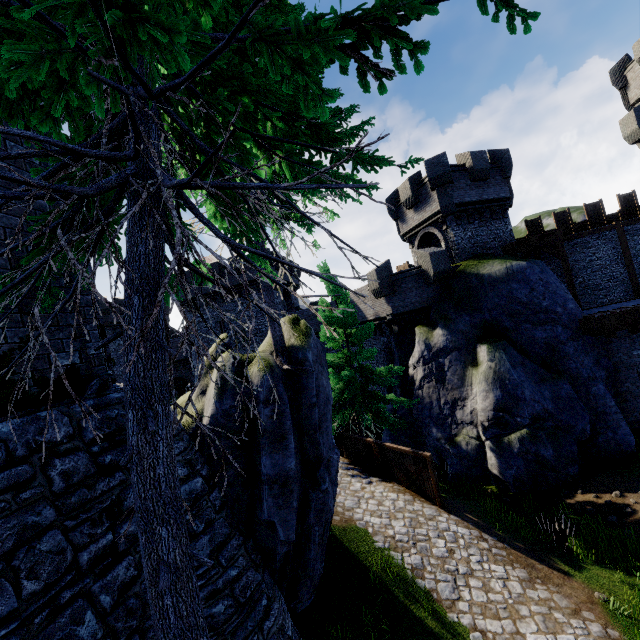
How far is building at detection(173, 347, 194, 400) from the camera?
37.1 meters

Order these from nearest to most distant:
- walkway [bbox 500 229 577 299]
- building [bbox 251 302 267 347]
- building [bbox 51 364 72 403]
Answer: building [bbox 51 364 72 403] → walkway [bbox 500 229 577 299] → building [bbox 251 302 267 347]

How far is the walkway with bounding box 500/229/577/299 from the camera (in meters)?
19.39

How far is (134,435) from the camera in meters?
2.0 m

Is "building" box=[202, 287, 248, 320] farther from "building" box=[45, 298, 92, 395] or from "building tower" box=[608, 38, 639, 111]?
"building tower" box=[608, 38, 639, 111]

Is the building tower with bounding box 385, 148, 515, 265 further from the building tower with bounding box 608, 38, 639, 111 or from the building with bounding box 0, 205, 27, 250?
the building with bounding box 0, 205, 27, 250

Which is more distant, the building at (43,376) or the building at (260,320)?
the building at (260,320)
